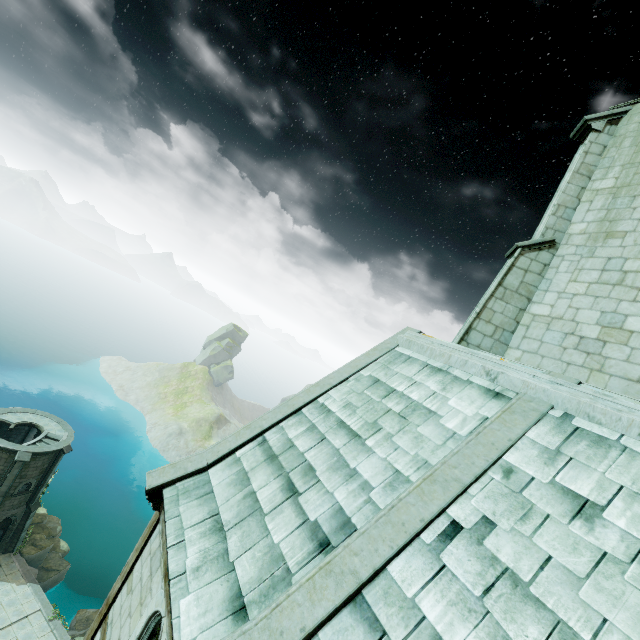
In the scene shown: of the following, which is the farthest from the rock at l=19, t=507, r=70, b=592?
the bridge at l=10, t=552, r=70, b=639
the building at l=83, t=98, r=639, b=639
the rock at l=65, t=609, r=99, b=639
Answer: the building at l=83, t=98, r=639, b=639

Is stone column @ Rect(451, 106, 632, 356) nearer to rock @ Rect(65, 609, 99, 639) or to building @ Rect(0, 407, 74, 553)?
building @ Rect(0, 407, 74, 553)

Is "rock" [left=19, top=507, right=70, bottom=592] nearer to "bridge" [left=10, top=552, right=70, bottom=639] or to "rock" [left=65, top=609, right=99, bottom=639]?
"bridge" [left=10, top=552, right=70, bottom=639]

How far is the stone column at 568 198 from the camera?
8.79m

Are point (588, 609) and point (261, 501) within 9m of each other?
yes

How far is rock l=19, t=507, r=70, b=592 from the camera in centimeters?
2861cm

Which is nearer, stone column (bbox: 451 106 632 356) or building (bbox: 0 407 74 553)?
stone column (bbox: 451 106 632 356)

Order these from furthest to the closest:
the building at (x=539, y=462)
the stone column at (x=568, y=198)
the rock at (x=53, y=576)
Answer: the rock at (x=53, y=576), the stone column at (x=568, y=198), the building at (x=539, y=462)
